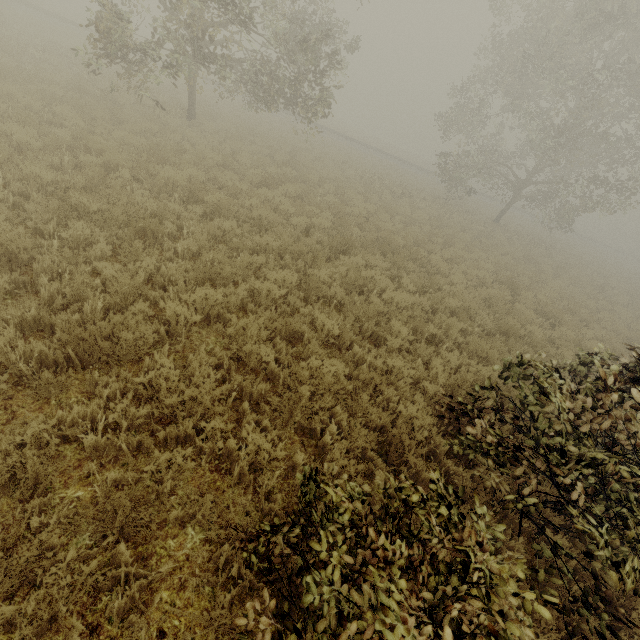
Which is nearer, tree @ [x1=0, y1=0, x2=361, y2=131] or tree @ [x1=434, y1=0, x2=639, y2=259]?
tree @ [x1=0, y1=0, x2=361, y2=131]

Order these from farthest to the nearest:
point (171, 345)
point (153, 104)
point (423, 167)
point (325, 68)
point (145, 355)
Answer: point (423, 167)
point (153, 104)
point (325, 68)
point (171, 345)
point (145, 355)

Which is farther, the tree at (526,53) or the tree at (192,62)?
the tree at (526,53)
